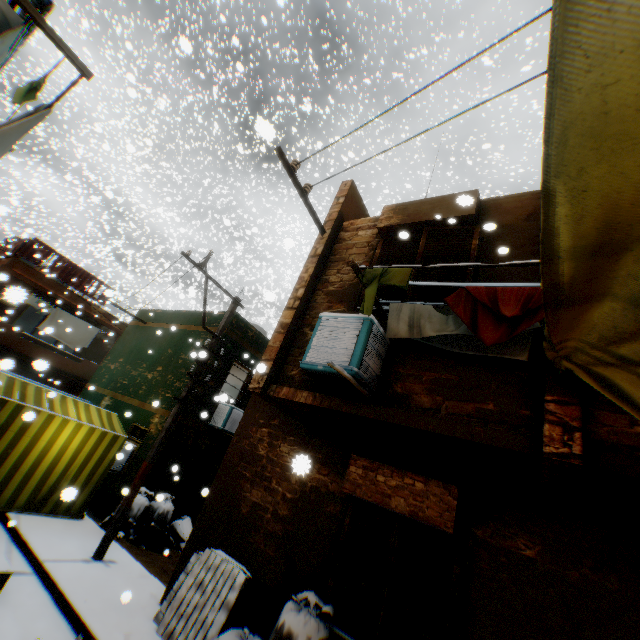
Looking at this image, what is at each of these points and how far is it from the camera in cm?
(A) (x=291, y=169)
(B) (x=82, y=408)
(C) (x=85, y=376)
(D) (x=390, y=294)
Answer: (A) electrical contact, 540
(B) tent, 899
(C) balcony, 1731
(D) shutter, 495

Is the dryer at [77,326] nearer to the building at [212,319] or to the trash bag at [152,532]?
the building at [212,319]

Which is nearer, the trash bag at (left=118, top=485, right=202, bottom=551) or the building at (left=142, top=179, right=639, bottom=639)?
the building at (left=142, top=179, right=639, bottom=639)

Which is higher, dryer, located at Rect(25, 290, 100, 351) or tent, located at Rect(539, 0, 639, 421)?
dryer, located at Rect(25, 290, 100, 351)

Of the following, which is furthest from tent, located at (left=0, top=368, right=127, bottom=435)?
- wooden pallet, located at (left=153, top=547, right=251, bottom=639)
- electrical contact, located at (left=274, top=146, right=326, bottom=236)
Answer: electrical contact, located at (left=274, top=146, right=326, bottom=236)

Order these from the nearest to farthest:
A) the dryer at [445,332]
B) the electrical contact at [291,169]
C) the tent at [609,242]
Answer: the tent at [609,242] → the dryer at [445,332] → the electrical contact at [291,169]

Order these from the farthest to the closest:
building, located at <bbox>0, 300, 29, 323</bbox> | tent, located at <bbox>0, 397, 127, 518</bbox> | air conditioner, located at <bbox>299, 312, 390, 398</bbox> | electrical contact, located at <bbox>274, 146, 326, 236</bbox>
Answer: building, located at <bbox>0, 300, 29, 323</bbox> → tent, located at <bbox>0, 397, 127, 518</bbox> → electrical contact, located at <bbox>274, 146, 326, 236</bbox> → air conditioner, located at <bbox>299, 312, 390, 398</bbox>

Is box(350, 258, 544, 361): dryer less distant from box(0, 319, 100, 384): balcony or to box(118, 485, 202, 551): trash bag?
box(0, 319, 100, 384): balcony
